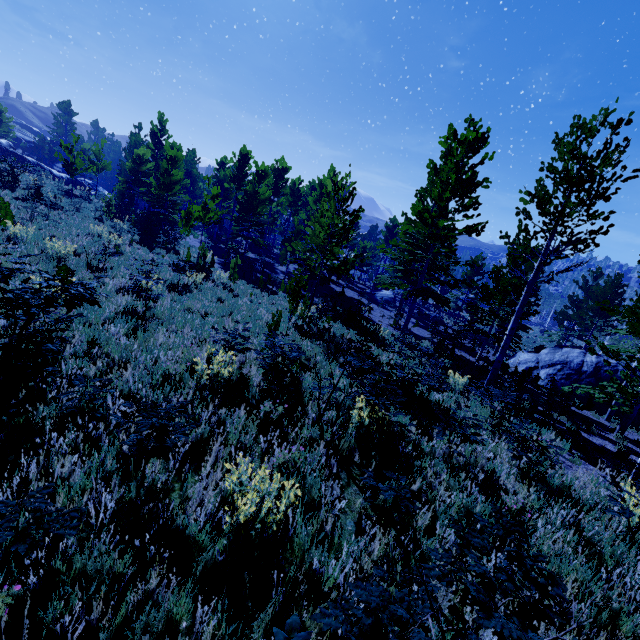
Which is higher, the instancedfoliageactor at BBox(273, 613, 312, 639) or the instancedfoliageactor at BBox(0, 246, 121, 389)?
the instancedfoliageactor at BBox(273, 613, 312, 639)

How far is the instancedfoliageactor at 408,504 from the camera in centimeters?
369cm

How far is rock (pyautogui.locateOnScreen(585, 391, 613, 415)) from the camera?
18.94m

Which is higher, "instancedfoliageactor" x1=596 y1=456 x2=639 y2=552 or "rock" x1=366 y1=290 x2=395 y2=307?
"instancedfoliageactor" x1=596 y1=456 x2=639 y2=552

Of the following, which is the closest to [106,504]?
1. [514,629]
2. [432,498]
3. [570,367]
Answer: [514,629]

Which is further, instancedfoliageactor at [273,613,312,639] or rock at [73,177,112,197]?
rock at [73,177,112,197]

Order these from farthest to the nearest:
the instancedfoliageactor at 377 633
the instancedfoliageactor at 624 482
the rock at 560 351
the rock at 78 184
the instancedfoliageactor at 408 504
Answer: the rock at 78 184, the rock at 560 351, the instancedfoliageactor at 624 482, the instancedfoliageactor at 408 504, the instancedfoliageactor at 377 633

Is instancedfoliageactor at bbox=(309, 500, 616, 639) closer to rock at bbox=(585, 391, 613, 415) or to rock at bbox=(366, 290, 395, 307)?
rock at bbox=(366, 290, 395, 307)
